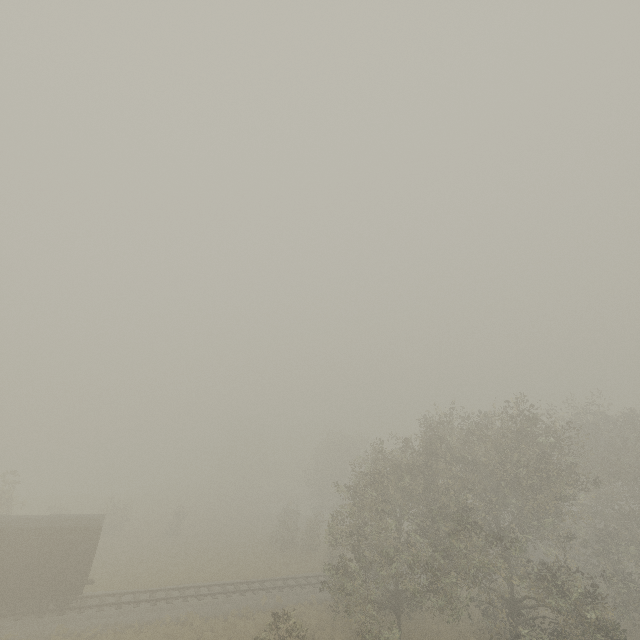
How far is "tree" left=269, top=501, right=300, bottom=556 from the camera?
36.62m

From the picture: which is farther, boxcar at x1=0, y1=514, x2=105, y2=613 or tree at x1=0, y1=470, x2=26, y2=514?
tree at x1=0, y1=470, x2=26, y2=514

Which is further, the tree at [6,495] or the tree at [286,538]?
the tree at [286,538]

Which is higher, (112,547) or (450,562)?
(450,562)

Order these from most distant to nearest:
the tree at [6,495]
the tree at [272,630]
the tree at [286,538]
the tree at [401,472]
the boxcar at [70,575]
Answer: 1. the tree at [286,538]
2. the tree at [6,495]
3. the boxcar at [70,575]
4. the tree at [401,472]
5. the tree at [272,630]

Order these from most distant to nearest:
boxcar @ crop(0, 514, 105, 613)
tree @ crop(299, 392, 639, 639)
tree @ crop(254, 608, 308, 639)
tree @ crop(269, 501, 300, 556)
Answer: tree @ crop(269, 501, 300, 556) → boxcar @ crop(0, 514, 105, 613) → tree @ crop(299, 392, 639, 639) → tree @ crop(254, 608, 308, 639)
